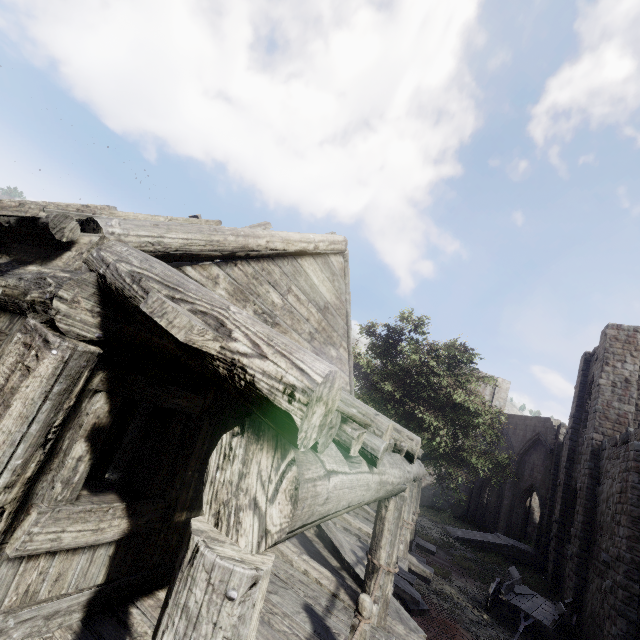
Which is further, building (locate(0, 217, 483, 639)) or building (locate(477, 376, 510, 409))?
building (locate(477, 376, 510, 409))

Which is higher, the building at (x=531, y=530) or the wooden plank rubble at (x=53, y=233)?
the wooden plank rubble at (x=53, y=233)

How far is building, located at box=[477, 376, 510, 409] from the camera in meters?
31.0 m

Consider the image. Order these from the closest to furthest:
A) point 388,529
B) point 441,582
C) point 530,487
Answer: point 388,529 < point 441,582 < point 530,487

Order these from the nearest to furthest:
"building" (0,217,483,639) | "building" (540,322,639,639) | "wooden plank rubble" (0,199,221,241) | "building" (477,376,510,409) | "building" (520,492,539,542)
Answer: "building" (0,217,483,639) < "wooden plank rubble" (0,199,221,241) < "building" (540,322,639,639) < "building" (520,492,539,542) < "building" (477,376,510,409)

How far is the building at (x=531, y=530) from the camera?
28.1m
